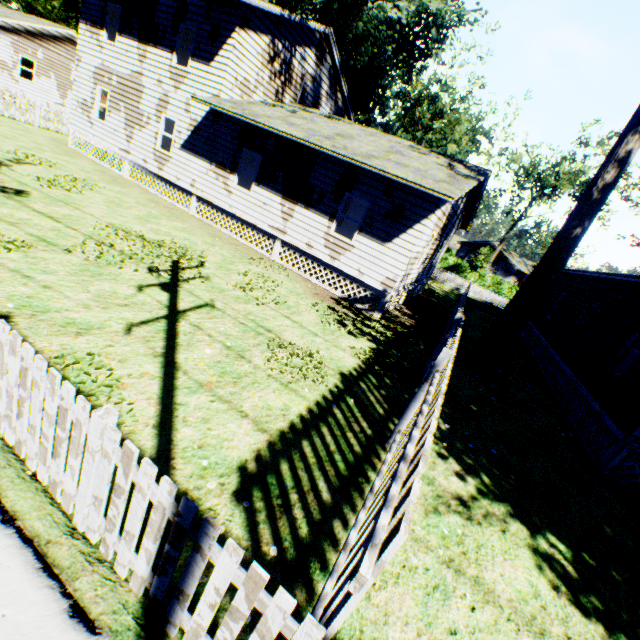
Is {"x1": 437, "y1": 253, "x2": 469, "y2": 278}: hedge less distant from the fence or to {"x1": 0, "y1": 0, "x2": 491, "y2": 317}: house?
the fence

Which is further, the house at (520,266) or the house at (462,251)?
the house at (462,251)

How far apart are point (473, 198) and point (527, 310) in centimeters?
797cm

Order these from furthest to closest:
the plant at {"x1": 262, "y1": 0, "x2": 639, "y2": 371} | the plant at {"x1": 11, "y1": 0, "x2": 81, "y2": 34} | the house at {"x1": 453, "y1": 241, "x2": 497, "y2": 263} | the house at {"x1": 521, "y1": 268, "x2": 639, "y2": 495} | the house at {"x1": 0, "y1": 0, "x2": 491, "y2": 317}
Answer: the house at {"x1": 453, "y1": 241, "x2": 497, "y2": 263} → the plant at {"x1": 11, "y1": 0, "x2": 81, "y2": 34} → the house at {"x1": 0, "y1": 0, "x2": 491, "y2": 317} → the plant at {"x1": 262, "y1": 0, "x2": 639, "y2": 371} → the house at {"x1": 521, "y1": 268, "x2": 639, "y2": 495}

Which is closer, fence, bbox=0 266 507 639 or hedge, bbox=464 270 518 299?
fence, bbox=0 266 507 639

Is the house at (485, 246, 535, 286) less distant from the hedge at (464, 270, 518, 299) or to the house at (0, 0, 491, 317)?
the hedge at (464, 270, 518, 299)

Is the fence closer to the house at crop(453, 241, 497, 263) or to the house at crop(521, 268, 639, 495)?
the house at crop(521, 268, 639, 495)

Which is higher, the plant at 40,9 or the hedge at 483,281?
the plant at 40,9
